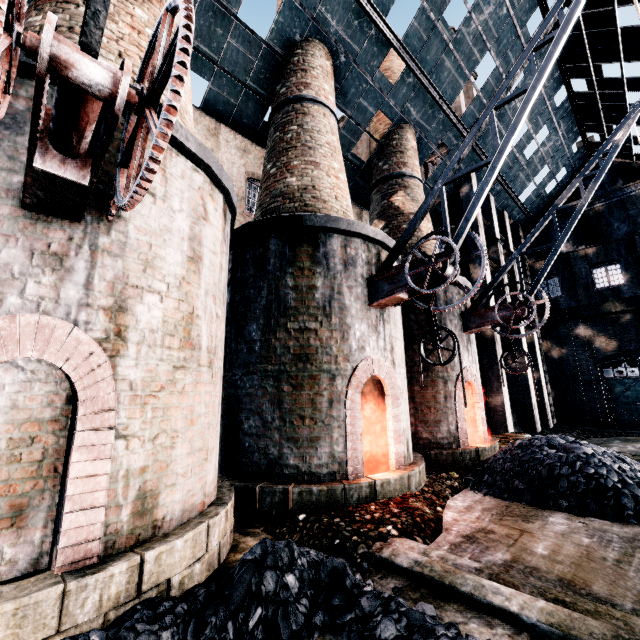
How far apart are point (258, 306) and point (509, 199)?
24.8m

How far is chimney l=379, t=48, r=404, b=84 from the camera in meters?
17.4 m

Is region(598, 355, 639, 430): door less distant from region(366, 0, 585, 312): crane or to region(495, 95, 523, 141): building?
region(495, 95, 523, 141): building

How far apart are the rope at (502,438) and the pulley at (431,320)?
9.24m

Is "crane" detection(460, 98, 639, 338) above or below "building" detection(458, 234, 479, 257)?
below

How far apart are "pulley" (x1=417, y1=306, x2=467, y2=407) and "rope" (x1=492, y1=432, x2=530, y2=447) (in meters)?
9.24

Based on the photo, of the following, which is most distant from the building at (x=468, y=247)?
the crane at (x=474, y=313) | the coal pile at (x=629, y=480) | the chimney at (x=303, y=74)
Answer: the crane at (x=474, y=313)

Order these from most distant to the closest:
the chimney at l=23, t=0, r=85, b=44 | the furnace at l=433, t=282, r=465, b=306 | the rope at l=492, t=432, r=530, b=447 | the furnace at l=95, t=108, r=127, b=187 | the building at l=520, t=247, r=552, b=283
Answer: the building at l=520, t=247, r=552, b=283
the rope at l=492, t=432, r=530, b=447
the furnace at l=433, t=282, r=465, b=306
the chimney at l=23, t=0, r=85, b=44
the furnace at l=95, t=108, r=127, b=187
